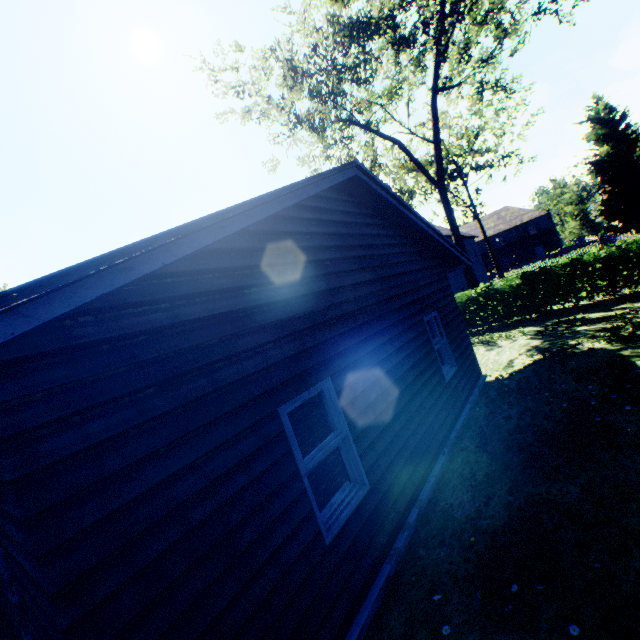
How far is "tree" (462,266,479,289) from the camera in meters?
17.0 m

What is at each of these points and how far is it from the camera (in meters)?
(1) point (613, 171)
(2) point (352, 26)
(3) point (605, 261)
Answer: (1) tree, 25.91
(2) tree, 13.31
(3) hedge, 11.36

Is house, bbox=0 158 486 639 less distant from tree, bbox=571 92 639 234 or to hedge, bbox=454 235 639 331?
tree, bbox=571 92 639 234

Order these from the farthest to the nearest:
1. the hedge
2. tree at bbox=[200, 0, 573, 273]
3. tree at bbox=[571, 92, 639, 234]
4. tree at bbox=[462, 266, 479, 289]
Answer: tree at bbox=[571, 92, 639, 234]
tree at bbox=[462, 266, 479, 289]
tree at bbox=[200, 0, 573, 273]
the hedge

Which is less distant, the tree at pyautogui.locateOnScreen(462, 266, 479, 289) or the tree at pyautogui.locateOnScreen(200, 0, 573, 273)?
the tree at pyautogui.locateOnScreen(200, 0, 573, 273)

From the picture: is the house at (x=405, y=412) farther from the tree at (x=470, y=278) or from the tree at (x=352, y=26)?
the tree at (x=470, y=278)

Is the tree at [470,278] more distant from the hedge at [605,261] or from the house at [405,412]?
the house at [405,412]
